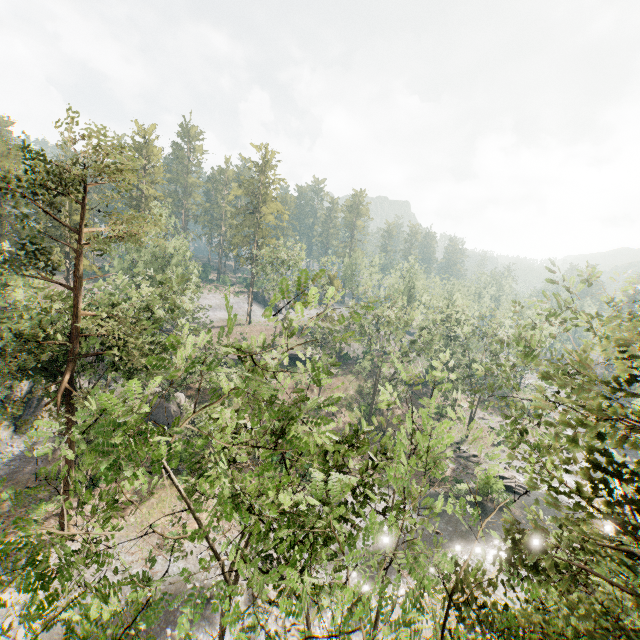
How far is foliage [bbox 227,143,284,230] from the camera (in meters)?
57.09

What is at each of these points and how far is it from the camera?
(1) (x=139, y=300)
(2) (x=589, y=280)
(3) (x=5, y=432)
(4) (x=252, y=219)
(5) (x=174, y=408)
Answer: (1) foliage, 31.8m
(2) foliage, 13.3m
(3) rock, 30.2m
(4) foliage, 59.6m
(5) rock, 34.9m

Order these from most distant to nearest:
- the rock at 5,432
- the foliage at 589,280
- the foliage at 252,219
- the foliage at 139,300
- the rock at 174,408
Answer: the foliage at 252,219 < the rock at 174,408 < the rock at 5,432 < the foliage at 589,280 < the foliage at 139,300

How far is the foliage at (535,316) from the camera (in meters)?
13.25

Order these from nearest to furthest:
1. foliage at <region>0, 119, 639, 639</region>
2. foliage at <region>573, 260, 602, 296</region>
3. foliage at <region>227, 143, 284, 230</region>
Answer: foliage at <region>0, 119, 639, 639</region>, foliage at <region>573, 260, 602, 296</region>, foliage at <region>227, 143, 284, 230</region>

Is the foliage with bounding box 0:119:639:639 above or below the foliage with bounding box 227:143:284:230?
below
